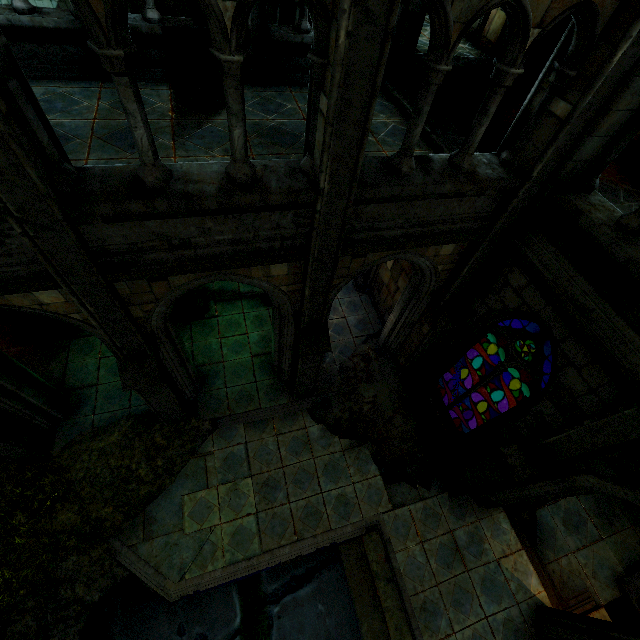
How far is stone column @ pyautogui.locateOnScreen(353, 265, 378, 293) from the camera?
10.64m

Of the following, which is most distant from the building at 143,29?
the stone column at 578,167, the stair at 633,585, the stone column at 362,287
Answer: the stair at 633,585

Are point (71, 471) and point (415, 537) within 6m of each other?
no

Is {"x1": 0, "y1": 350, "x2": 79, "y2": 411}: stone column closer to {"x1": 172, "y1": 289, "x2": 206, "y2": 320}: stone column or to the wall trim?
{"x1": 172, "y1": 289, "x2": 206, "y2": 320}: stone column

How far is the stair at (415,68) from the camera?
7.8m

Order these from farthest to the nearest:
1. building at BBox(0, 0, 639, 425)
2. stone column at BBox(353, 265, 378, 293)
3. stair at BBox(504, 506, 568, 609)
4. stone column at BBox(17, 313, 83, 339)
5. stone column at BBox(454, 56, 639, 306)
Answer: stone column at BBox(353, 265, 378, 293)
stone column at BBox(17, 313, 83, 339)
stair at BBox(504, 506, 568, 609)
stone column at BBox(454, 56, 639, 306)
building at BBox(0, 0, 639, 425)

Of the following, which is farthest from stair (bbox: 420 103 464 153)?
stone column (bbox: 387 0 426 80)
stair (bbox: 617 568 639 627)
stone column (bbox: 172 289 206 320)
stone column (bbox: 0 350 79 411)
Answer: stair (bbox: 617 568 639 627)

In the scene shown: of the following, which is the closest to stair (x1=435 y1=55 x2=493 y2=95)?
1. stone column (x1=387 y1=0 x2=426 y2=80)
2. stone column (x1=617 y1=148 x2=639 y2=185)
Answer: → stone column (x1=387 y1=0 x2=426 y2=80)
